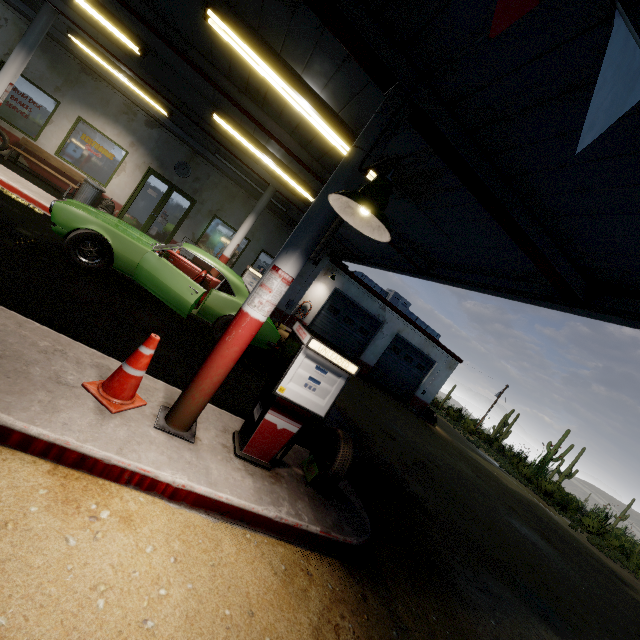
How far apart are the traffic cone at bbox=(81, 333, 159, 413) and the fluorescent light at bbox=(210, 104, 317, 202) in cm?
607

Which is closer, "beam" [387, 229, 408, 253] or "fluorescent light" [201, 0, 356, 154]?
"fluorescent light" [201, 0, 356, 154]

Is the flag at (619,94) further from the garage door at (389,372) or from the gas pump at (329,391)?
the garage door at (389,372)

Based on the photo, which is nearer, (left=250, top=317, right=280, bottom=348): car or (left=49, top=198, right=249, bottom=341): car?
Answer: (left=49, top=198, right=249, bottom=341): car

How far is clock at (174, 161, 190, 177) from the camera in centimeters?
1209cm

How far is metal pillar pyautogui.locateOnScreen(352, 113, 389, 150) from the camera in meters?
3.0 m

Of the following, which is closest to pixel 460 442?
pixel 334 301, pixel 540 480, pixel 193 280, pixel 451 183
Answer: pixel 540 480

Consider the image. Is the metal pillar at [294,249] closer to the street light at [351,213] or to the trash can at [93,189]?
the street light at [351,213]
